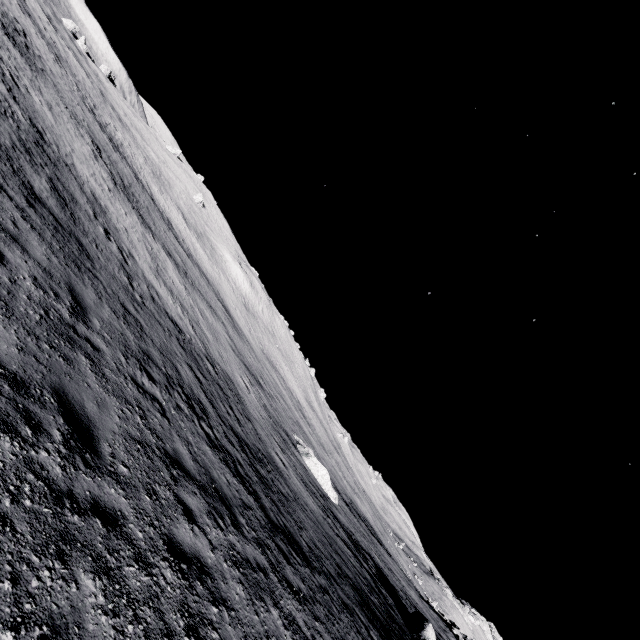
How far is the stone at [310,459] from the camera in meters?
27.3

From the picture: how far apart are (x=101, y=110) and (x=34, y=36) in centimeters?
1559cm

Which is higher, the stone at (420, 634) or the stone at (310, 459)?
the stone at (420, 634)

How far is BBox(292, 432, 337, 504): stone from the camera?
27.3m

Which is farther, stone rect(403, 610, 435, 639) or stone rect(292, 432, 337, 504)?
stone rect(292, 432, 337, 504)

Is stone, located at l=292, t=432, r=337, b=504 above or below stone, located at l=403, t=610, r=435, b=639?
below
